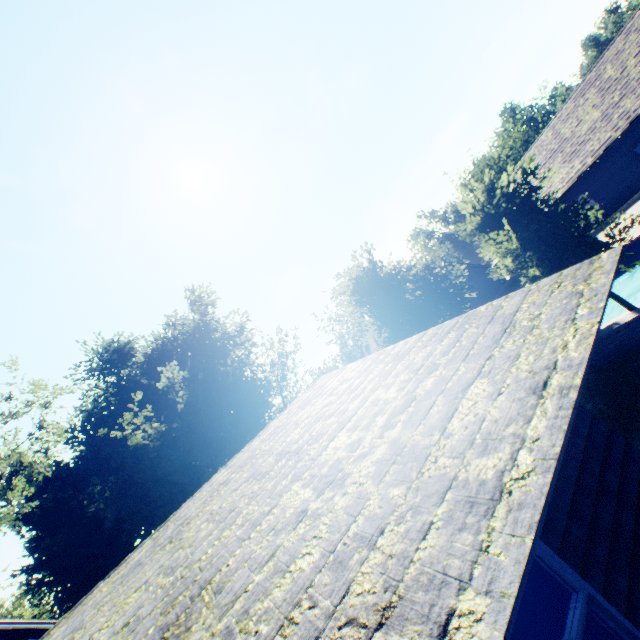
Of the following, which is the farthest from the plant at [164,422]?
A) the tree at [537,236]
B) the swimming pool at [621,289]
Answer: the swimming pool at [621,289]

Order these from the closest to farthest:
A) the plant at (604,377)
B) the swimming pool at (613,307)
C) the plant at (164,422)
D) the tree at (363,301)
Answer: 1. the plant at (604,377)
2. the tree at (363,301)
3. the swimming pool at (613,307)
4. the plant at (164,422)

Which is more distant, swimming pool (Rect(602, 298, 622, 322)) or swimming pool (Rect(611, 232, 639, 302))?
swimming pool (Rect(602, 298, 622, 322))

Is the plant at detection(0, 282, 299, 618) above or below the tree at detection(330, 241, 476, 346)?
above

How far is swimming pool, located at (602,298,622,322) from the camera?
16.8m

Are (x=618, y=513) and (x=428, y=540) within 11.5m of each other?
yes

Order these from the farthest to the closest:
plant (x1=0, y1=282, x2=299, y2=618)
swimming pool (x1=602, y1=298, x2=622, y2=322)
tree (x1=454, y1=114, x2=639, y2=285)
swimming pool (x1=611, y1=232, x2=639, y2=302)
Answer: plant (x1=0, y1=282, x2=299, y2=618)
swimming pool (x1=602, y1=298, x2=622, y2=322)
swimming pool (x1=611, y1=232, x2=639, y2=302)
tree (x1=454, y1=114, x2=639, y2=285)

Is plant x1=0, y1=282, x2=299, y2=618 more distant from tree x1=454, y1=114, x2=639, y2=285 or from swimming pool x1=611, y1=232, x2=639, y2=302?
swimming pool x1=611, y1=232, x2=639, y2=302
